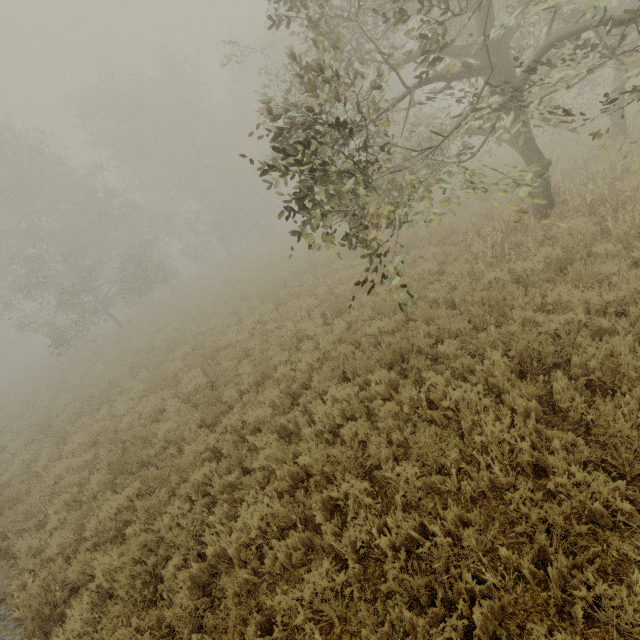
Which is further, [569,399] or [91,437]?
[91,437]
